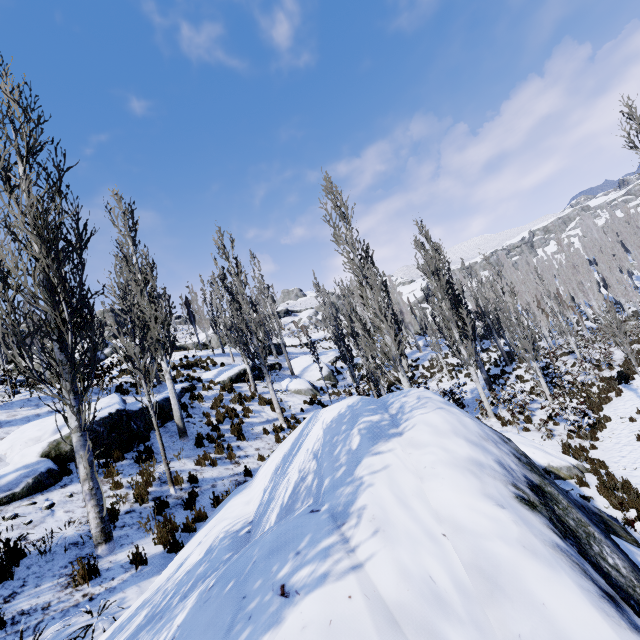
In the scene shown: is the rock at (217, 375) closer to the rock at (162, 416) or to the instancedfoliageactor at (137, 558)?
the instancedfoliageactor at (137, 558)

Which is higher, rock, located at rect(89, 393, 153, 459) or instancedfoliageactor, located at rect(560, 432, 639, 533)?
rock, located at rect(89, 393, 153, 459)

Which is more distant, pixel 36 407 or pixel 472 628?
pixel 36 407

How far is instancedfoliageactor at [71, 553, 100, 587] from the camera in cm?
489

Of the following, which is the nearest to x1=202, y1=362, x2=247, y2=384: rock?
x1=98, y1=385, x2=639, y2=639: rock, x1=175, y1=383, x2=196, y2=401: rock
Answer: x1=175, y1=383, x2=196, y2=401: rock

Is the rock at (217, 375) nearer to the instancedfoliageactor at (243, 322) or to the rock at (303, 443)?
the instancedfoliageactor at (243, 322)
